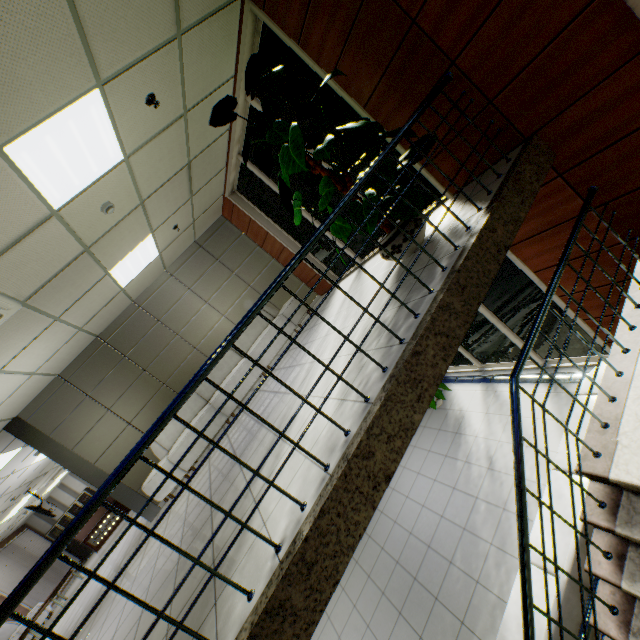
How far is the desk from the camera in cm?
1274

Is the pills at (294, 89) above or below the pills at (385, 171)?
above

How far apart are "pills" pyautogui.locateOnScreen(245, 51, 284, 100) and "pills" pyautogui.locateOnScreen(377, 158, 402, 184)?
1.2 meters

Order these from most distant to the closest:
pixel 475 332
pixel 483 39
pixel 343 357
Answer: pixel 475 332
pixel 343 357
pixel 483 39

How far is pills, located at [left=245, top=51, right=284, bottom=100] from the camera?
3.0m

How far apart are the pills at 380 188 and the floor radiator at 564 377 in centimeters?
406cm

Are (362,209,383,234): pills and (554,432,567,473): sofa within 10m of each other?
yes

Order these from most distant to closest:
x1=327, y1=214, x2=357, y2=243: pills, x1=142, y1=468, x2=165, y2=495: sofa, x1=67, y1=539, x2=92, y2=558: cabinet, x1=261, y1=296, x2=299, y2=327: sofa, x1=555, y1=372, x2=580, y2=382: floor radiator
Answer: x1=67, y1=539, x2=92, y2=558: cabinet → x1=261, y1=296, x2=299, y2=327: sofa → x1=142, y1=468, x2=165, y2=495: sofa → x1=555, y1=372, x2=580, y2=382: floor radiator → x1=327, y1=214, x2=357, y2=243: pills
